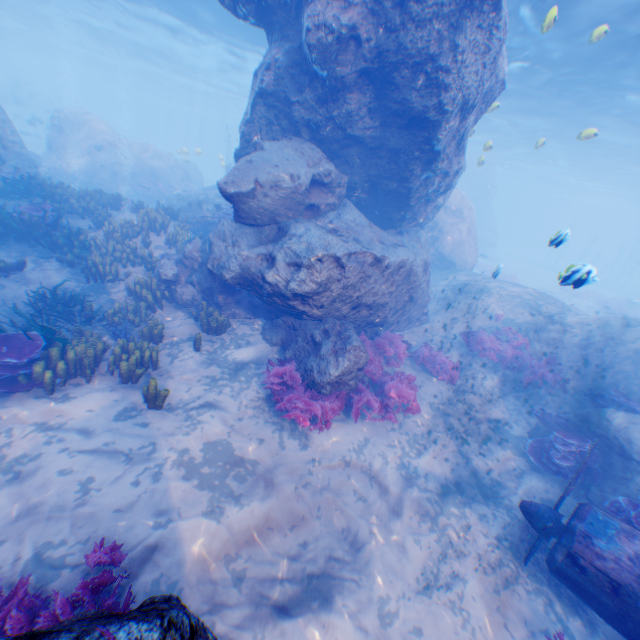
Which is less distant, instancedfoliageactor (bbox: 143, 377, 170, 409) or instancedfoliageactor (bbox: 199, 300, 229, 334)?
instancedfoliageactor (bbox: 143, 377, 170, 409)

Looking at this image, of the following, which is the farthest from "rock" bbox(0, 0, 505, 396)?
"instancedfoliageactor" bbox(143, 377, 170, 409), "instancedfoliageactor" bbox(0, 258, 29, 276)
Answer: "instancedfoliageactor" bbox(143, 377, 170, 409)

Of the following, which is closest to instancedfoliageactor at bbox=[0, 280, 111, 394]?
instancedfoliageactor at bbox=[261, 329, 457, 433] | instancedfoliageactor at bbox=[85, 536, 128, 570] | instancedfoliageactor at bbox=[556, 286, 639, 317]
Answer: instancedfoliageactor at bbox=[85, 536, 128, 570]

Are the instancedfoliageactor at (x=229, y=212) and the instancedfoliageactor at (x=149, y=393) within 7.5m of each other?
no

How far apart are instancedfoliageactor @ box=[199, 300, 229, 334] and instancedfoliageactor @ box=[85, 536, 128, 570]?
5.39m

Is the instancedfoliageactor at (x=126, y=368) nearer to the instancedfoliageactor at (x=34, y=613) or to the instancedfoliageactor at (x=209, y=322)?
the instancedfoliageactor at (x=209, y=322)

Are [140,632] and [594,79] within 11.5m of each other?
no

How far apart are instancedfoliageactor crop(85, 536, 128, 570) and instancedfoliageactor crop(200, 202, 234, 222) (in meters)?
11.43
